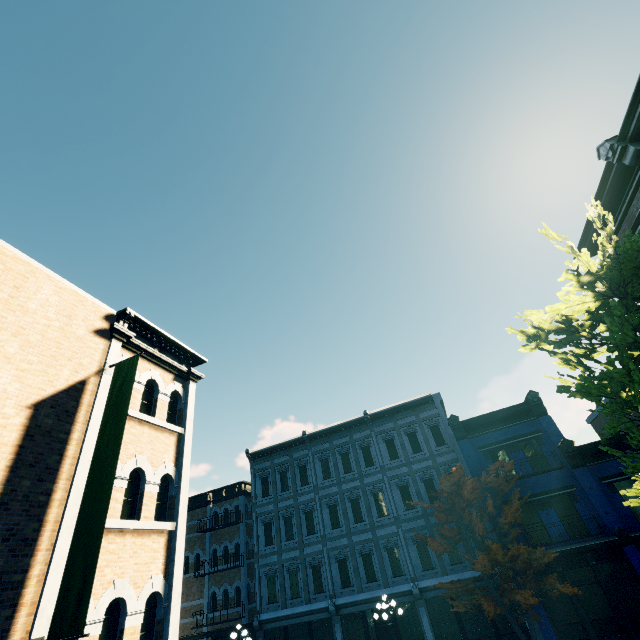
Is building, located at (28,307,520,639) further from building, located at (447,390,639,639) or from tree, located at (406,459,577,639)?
tree, located at (406,459,577,639)

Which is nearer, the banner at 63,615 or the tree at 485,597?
the banner at 63,615

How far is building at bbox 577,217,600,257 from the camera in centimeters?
1421cm

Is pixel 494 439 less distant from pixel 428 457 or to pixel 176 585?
pixel 428 457

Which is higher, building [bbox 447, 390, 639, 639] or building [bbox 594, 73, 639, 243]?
building [bbox 594, 73, 639, 243]

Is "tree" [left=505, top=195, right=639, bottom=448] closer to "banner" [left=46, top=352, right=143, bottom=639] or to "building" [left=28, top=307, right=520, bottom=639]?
"building" [left=28, top=307, right=520, bottom=639]

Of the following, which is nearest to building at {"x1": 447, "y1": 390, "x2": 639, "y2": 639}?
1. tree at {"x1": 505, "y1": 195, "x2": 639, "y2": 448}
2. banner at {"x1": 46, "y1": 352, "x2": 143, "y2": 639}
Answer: tree at {"x1": 505, "y1": 195, "x2": 639, "y2": 448}

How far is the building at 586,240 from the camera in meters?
14.2 m
